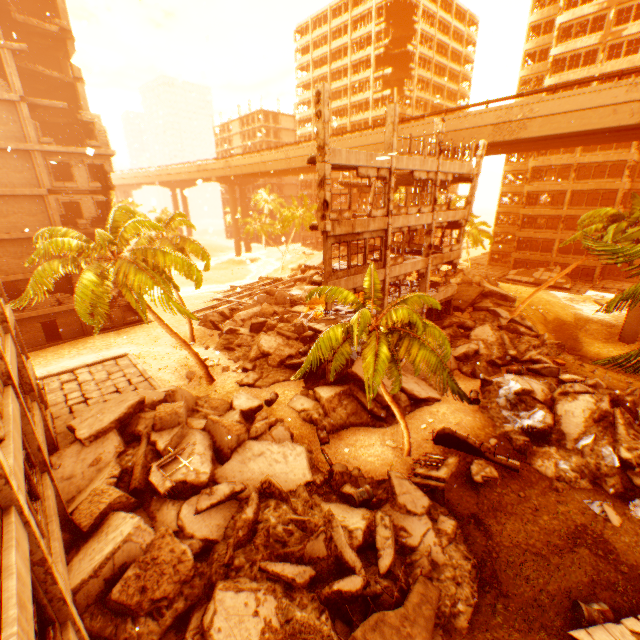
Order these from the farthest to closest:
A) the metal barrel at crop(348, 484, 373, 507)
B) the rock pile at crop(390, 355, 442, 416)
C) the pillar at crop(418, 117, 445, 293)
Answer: the pillar at crop(418, 117, 445, 293), the rock pile at crop(390, 355, 442, 416), the metal barrel at crop(348, 484, 373, 507)

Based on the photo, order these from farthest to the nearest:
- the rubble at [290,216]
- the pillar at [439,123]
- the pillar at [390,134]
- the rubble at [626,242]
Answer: the rubble at [290,216], the pillar at [439,123], the pillar at [390,134], the rubble at [626,242]

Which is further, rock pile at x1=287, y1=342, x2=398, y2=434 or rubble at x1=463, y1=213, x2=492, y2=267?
rubble at x1=463, y1=213, x2=492, y2=267

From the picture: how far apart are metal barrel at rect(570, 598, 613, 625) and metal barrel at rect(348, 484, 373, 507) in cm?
615

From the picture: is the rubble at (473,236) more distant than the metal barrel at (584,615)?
Yes

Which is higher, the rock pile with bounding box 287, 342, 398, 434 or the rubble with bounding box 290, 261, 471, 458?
the rubble with bounding box 290, 261, 471, 458

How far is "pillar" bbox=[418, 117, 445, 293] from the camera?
19.92m

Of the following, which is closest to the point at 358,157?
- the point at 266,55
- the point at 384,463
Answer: the point at 384,463
